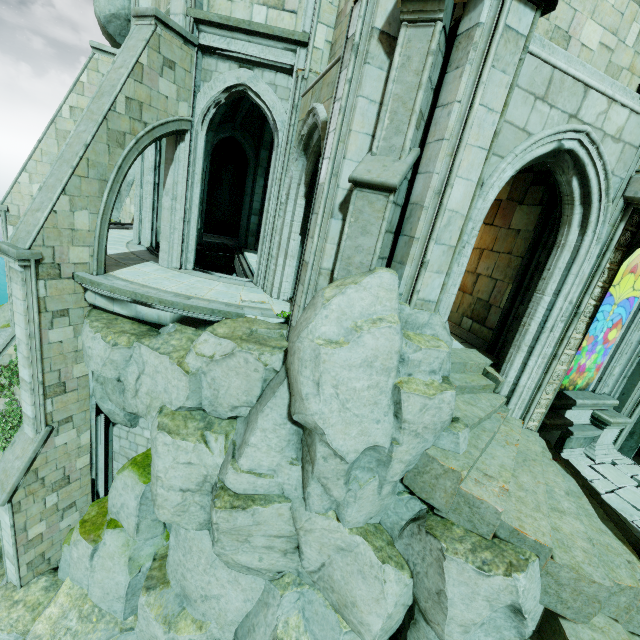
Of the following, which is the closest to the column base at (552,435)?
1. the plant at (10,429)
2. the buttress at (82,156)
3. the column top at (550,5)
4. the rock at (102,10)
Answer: the column top at (550,5)

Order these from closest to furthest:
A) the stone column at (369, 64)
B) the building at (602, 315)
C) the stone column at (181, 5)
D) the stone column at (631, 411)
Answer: the stone column at (369, 64) → the stone column at (181, 5) → the stone column at (631, 411) → the building at (602, 315)

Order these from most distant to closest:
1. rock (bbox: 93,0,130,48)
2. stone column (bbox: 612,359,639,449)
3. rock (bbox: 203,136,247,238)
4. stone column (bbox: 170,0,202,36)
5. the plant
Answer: rock (bbox: 203,136,247,238) < the plant < rock (bbox: 93,0,130,48) < stone column (bbox: 612,359,639,449) < stone column (bbox: 170,0,202,36)

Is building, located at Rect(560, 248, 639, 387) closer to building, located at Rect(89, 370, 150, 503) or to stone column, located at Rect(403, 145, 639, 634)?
stone column, located at Rect(403, 145, 639, 634)

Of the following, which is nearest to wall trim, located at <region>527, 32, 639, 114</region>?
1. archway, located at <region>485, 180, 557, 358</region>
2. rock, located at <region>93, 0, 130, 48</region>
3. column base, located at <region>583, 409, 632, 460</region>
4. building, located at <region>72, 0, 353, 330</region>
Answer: building, located at <region>72, 0, 353, 330</region>

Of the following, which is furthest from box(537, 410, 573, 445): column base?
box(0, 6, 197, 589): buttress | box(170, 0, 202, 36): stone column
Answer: box(170, 0, 202, 36): stone column

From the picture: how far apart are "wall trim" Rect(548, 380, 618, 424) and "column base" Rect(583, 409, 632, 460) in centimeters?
1cm

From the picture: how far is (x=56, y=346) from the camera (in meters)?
8.30
